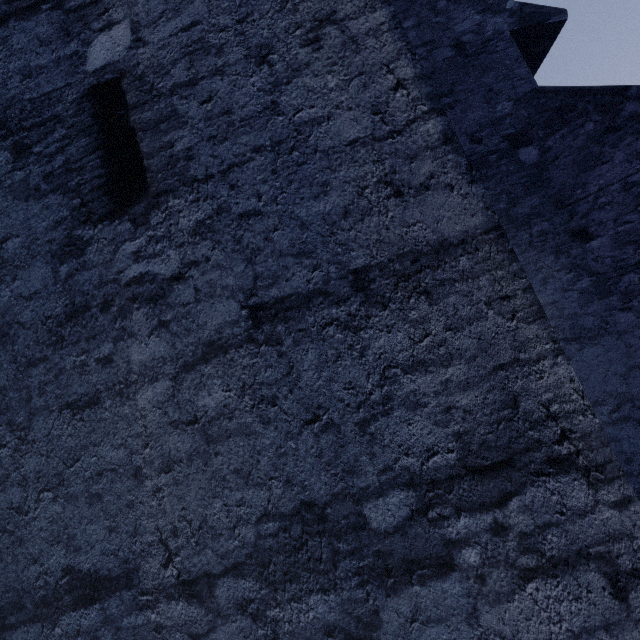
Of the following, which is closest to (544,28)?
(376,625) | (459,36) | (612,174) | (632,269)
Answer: (459,36)
